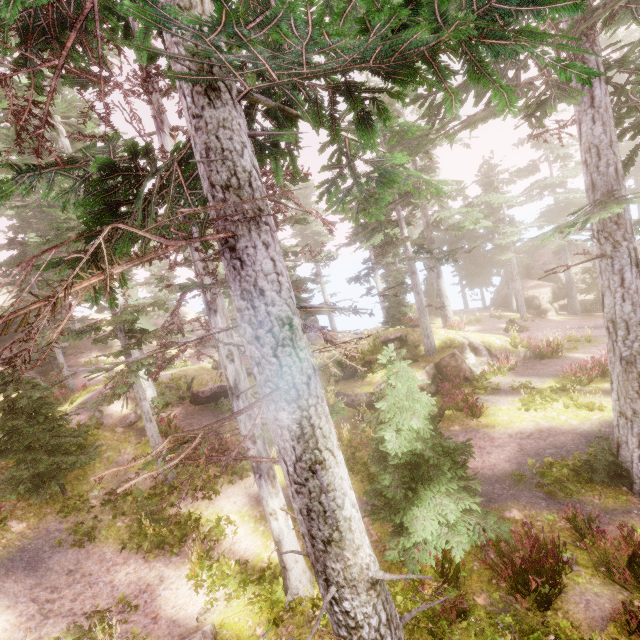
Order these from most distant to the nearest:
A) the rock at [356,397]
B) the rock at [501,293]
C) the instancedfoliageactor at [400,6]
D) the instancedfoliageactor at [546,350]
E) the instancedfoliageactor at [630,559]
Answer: the rock at [501,293] → the instancedfoliageactor at [546,350] → the rock at [356,397] → the instancedfoliageactor at [630,559] → the instancedfoliageactor at [400,6]

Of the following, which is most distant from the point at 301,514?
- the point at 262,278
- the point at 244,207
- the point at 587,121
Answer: the point at 587,121

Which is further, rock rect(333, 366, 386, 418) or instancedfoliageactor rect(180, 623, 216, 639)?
rock rect(333, 366, 386, 418)

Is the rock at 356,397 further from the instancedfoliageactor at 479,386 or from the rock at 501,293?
Answer: the rock at 501,293

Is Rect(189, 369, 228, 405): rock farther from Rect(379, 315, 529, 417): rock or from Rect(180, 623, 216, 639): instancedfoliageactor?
Rect(379, 315, 529, 417): rock

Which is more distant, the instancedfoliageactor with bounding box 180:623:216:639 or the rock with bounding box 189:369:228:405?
the rock with bounding box 189:369:228:405

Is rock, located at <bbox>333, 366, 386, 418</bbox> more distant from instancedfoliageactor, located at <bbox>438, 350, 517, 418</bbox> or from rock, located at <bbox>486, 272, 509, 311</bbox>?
rock, located at <bbox>486, 272, 509, 311</bbox>

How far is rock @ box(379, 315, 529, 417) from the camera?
16.2 meters
